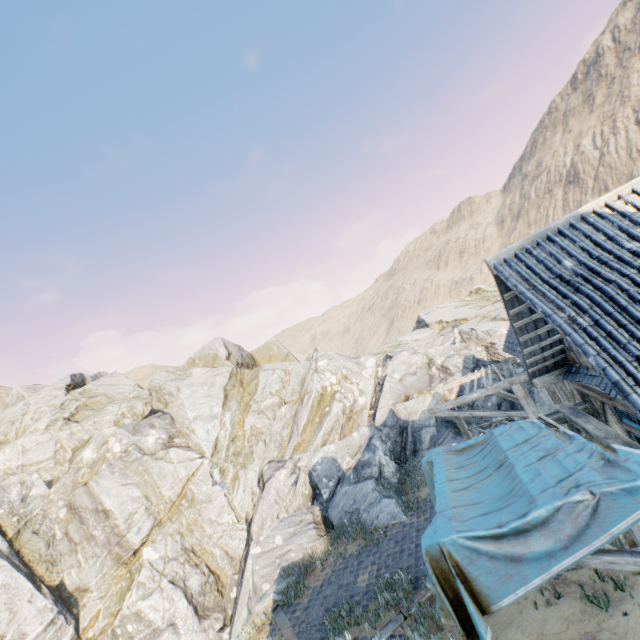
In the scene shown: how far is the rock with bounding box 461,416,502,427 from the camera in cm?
1438

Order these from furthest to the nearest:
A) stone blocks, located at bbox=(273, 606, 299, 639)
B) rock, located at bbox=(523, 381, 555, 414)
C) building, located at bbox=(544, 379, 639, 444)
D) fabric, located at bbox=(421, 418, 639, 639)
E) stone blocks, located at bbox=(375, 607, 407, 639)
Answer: rock, located at bbox=(523, 381, 555, 414) < stone blocks, located at bbox=(273, 606, 299, 639) < stone blocks, located at bbox=(375, 607, 407, 639) < building, located at bbox=(544, 379, 639, 444) < fabric, located at bbox=(421, 418, 639, 639)

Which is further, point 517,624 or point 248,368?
point 248,368

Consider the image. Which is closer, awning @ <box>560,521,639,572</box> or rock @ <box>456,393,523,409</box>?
awning @ <box>560,521,639,572</box>

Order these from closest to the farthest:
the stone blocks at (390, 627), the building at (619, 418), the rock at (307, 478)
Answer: the building at (619, 418)
the stone blocks at (390, 627)
the rock at (307, 478)

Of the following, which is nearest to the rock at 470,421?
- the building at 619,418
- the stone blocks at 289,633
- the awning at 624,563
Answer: the stone blocks at 289,633

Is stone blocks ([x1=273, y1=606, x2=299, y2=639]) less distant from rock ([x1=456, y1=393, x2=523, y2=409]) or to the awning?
rock ([x1=456, y1=393, x2=523, y2=409])

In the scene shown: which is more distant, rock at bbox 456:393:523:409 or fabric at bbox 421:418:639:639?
rock at bbox 456:393:523:409
